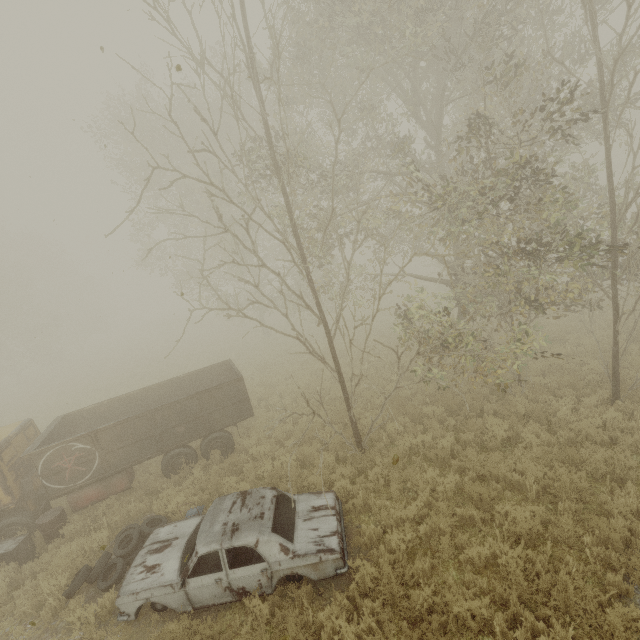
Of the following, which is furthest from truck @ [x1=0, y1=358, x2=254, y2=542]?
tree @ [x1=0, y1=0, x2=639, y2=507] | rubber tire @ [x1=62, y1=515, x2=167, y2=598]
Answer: tree @ [x1=0, y1=0, x2=639, y2=507]

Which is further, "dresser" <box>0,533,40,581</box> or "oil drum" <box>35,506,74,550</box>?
"oil drum" <box>35,506,74,550</box>

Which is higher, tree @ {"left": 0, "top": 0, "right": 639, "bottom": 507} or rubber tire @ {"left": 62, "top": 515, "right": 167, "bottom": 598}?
tree @ {"left": 0, "top": 0, "right": 639, "bottom": 507}

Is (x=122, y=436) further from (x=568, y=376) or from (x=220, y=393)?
(x=568, y=376)

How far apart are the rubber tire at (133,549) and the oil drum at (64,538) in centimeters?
160cm

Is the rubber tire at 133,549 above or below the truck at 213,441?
below

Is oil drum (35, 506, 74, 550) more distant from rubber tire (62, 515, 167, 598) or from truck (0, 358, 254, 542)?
rubber tire (62, 515, 167, 598)

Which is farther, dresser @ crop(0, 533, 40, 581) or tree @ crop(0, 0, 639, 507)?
dresser @ crop(0, 533, 40, 581)
